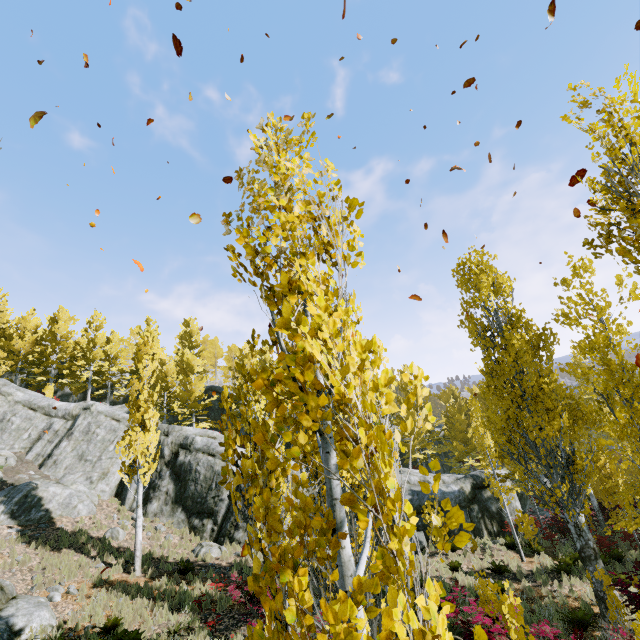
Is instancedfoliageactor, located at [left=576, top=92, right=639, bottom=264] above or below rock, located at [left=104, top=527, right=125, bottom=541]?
above

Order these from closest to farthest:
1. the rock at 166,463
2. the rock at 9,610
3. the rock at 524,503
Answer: the rock at 9,610 → the rock at 166,463 → the rock at 524,503

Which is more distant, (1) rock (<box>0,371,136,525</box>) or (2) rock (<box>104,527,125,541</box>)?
(1) rock (<box>0,371,136,525</box>)

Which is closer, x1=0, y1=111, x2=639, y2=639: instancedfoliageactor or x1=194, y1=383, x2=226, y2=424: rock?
x1=0, y1=111, x2=639, y2=639: instancedfoliageactor

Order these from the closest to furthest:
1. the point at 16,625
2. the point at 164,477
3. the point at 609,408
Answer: the point at 609,408 < the point at 16,625 < the point at 164,477

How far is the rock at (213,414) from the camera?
33.93m

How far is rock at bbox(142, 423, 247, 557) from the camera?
18.2 meters
